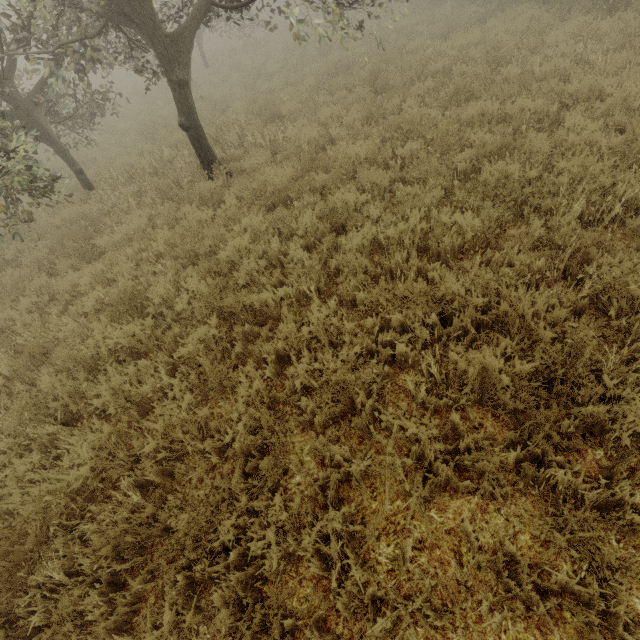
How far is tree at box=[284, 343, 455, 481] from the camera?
→ 2.63m

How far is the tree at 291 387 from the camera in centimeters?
263cm

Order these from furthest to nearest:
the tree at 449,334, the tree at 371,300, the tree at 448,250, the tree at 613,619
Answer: the tree at 448,250 → the tree at 371,300 → the tree at 449,334 → the tree at 613,619

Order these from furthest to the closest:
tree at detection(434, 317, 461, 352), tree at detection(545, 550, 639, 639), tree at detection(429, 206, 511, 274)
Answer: tree at detection(429, 206, 511, 274)
tree at detection(434, 317, 461, 352)
tree at detection(545, 550, 639, 639)

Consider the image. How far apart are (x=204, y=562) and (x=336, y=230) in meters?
4.7
